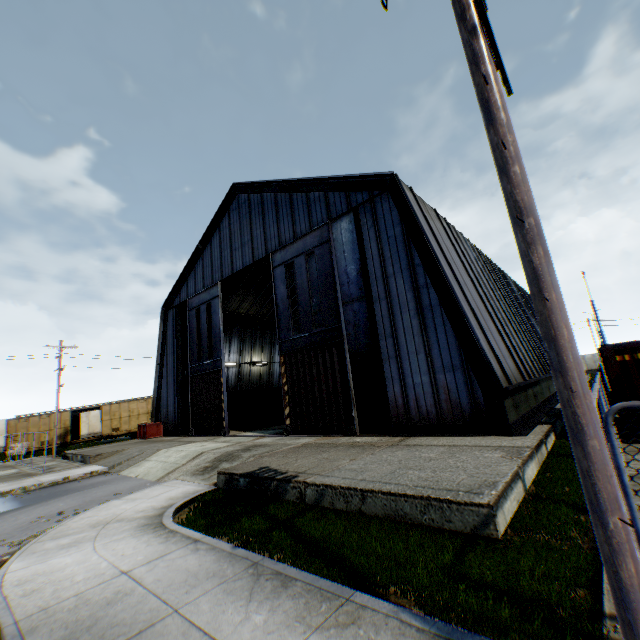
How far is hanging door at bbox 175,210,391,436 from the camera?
14.5m

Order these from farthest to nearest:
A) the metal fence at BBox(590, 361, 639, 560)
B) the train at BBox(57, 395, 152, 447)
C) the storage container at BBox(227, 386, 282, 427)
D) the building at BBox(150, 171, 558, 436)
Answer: the train at BBox(57, 395, 152, 447) → the storage container at BBox(227, 386, 282, 427) → the building at BBox(150, 171, 558, 436) → the metal fence at BBox(590, 361, 639, 560)

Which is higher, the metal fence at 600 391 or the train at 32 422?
the train at 32 422

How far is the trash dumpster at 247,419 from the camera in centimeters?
2611cm

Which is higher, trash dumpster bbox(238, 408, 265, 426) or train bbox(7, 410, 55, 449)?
train bbox(7, 410, 55, 449)

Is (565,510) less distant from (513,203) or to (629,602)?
(629,602)

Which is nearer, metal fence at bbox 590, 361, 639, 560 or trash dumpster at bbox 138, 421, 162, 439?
metal fence at bbox 590, 361, 639, 560

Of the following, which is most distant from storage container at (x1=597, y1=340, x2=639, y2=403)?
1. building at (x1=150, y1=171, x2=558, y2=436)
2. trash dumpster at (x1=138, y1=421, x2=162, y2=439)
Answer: trash dumpster at (x1=138, y1=421, x2=162, y2=439)
